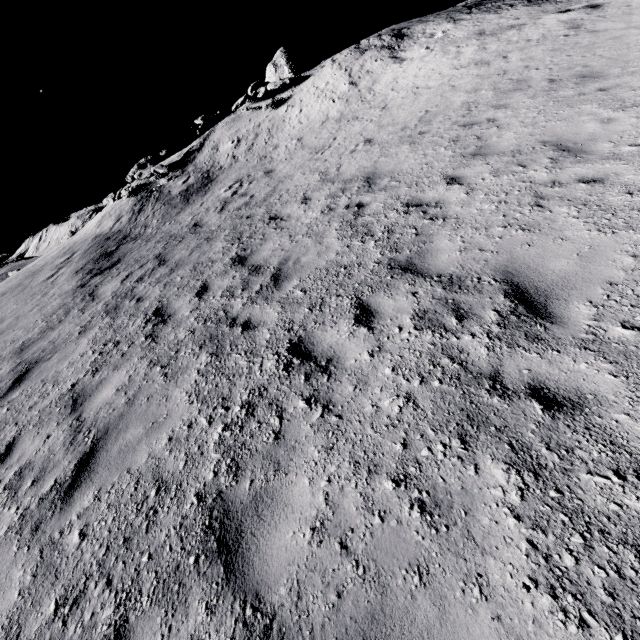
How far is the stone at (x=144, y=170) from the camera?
18.61m

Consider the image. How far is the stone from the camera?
18.6m

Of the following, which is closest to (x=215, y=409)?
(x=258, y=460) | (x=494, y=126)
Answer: (x=258, y=460)
